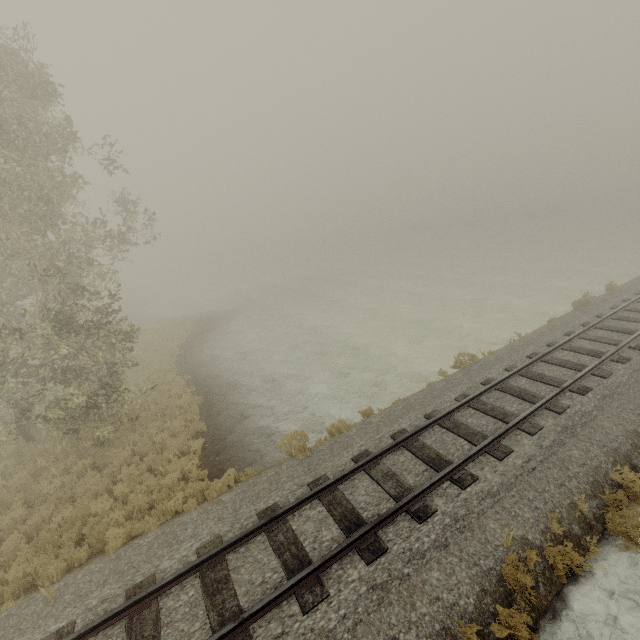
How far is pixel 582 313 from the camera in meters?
16.0 m
